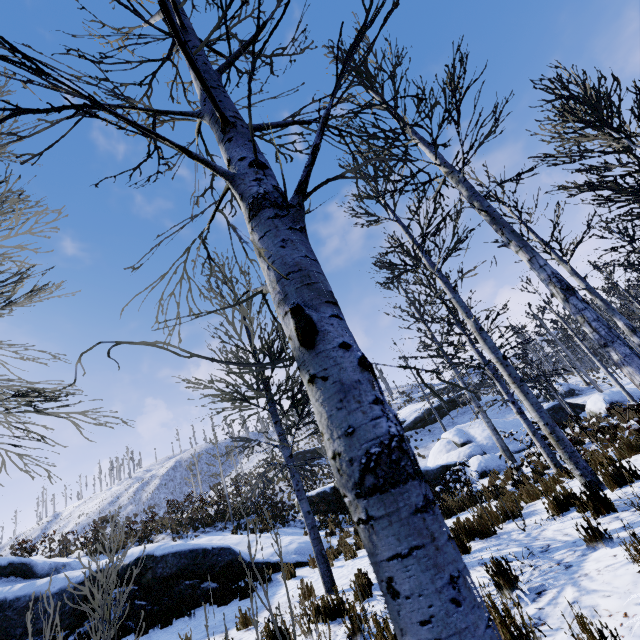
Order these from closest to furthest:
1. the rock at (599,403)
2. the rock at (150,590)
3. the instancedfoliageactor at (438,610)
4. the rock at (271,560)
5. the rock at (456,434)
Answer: the instancedfoliageactor at (438,610)
the rock at (150,590)
the rock at (271,560)
the rock at (456,434)
the rock at (599,403)

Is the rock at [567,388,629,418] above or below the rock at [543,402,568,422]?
below

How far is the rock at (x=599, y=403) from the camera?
19.8m

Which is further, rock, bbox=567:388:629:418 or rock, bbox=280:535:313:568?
rock, bbox=567:388:629:418

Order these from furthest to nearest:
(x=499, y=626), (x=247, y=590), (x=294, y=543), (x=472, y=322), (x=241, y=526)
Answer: (x=241, y=526), (x=294, y=543), (x=247, y=590), (x=472, y=322), (x=499, y=626)

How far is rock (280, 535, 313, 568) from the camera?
9.7 meters

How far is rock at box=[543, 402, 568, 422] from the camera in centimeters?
2258cm
